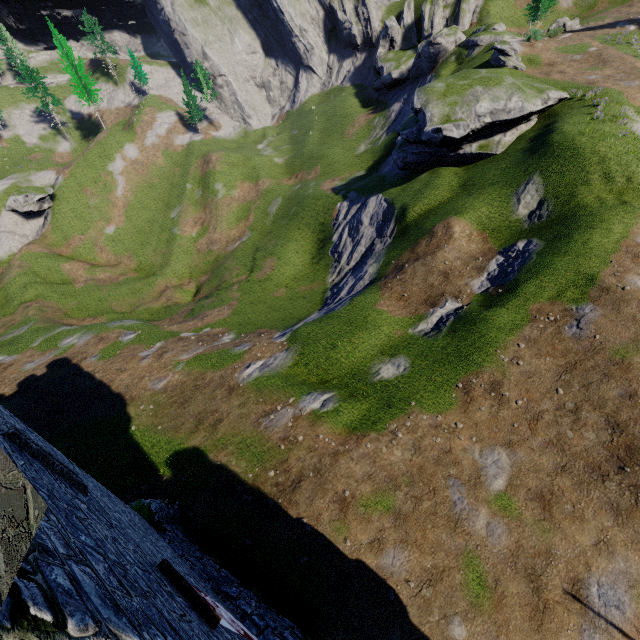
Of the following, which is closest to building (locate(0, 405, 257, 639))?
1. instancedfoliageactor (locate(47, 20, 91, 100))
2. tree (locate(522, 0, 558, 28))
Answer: tree (locate(522, 0, 558, 28))

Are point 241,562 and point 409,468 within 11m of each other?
yes

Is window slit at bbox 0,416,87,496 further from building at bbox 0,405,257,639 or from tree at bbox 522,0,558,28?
tree at bbox 522,0,558,28

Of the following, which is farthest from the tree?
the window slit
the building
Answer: the window slit

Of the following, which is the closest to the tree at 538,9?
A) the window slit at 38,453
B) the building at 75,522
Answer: the building at 75,522

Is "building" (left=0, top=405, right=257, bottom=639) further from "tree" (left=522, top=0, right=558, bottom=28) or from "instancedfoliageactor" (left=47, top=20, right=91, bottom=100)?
"instancedfoliageactor" (left=47, top=20, right=91, bottom=100)

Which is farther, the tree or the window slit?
the tree

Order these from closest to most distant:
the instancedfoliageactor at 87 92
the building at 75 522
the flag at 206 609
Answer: the building at 75 522 < the flag at 206 609 < the instancedfoliageactor at 87 92
